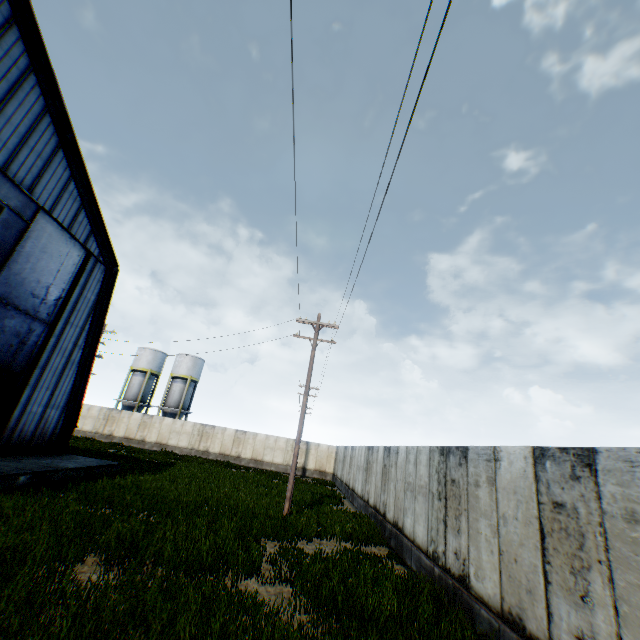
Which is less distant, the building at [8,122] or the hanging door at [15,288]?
the building at [8,122]

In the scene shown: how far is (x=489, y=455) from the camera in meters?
7.0 m

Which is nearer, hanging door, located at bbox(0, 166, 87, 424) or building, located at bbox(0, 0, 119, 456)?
building, located at bbox(0, 0, 119, 456)
